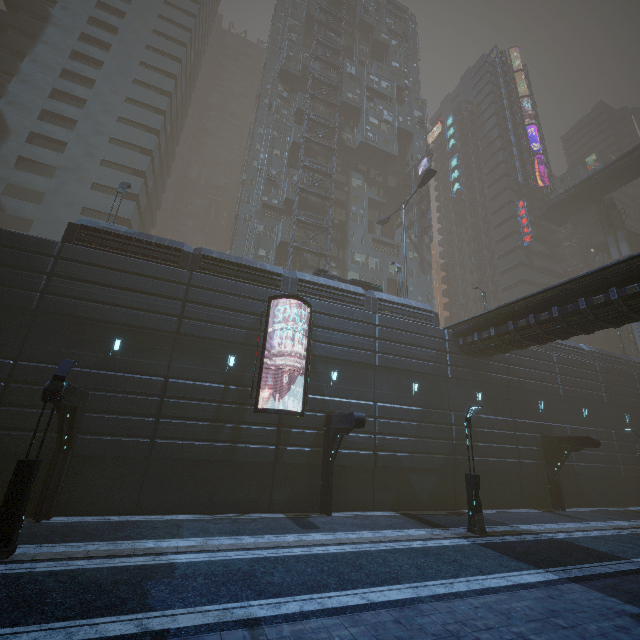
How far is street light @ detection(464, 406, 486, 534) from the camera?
14.6m

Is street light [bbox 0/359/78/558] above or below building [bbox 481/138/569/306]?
below

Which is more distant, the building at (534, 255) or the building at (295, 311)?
the building at (534, 255)

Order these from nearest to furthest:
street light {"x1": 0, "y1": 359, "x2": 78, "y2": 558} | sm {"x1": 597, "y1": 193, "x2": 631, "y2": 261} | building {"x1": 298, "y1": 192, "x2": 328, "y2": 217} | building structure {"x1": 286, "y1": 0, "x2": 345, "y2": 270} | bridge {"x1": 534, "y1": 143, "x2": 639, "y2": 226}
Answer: street light {"x1": 0, "y1": 359, "x2": 78, "y2": 558}, building structure {"x1": 286, "y1": 0, "x2": 345, "y2": 270}, building {"x1": 298, "y1": 192, "x2": 328, "y2": 217}, bridge {"x1": 534, "y1": 143, "x2": 639, "y2": 226}, sm {"x1": 597, "y1": 193, "x2": 631, "y2": 261}

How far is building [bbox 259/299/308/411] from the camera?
17.8m

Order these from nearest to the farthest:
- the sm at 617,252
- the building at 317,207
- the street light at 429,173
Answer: the street light at 429,173 → the building at 317,207 → the sm at 617,252

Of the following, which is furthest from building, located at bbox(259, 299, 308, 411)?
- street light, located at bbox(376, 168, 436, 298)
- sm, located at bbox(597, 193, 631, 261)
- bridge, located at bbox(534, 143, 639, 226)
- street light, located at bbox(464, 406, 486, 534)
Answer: street light, located at bbox(464, 406, 486, 534)

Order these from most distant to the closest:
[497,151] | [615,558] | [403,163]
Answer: [497,151], [403,163], [615,558]
